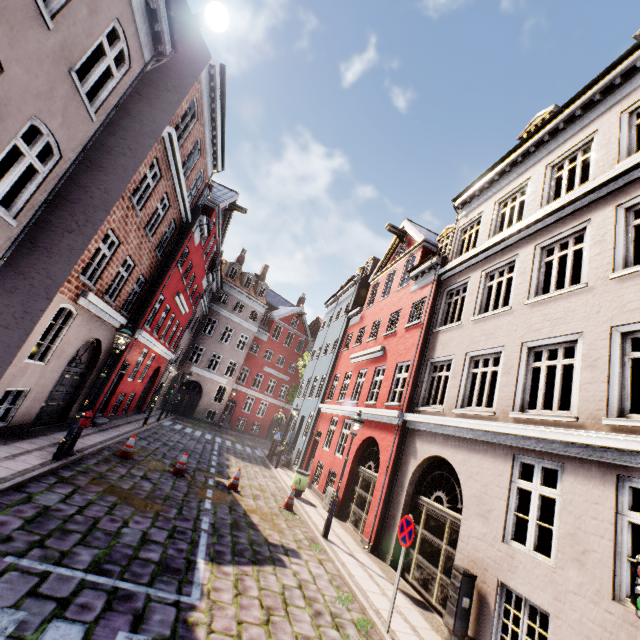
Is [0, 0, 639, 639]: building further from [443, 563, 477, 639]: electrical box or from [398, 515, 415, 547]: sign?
[398, 515, 415, 547]: sign

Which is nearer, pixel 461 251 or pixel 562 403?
pixel 562 403

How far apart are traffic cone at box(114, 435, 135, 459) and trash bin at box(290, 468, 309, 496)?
6.5 meters

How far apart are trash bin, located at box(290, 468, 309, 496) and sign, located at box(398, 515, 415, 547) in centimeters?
832cm

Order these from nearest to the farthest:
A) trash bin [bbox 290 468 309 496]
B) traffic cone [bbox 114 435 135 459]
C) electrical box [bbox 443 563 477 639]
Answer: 1. electrical box [bbox 443 563 477 639]
2. traffic cone [bbox 114 435 135 459]
3. trash bin [bbox 290 468 309 496]

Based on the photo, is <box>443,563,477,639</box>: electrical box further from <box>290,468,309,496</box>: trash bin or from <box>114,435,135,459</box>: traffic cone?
<box>114,435,135,459</box>: traffic cone

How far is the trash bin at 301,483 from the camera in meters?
14.0

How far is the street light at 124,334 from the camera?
8.5 meters
